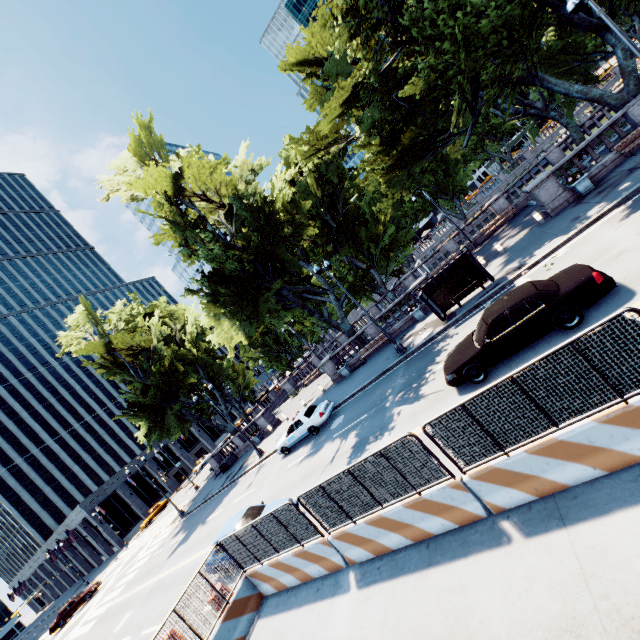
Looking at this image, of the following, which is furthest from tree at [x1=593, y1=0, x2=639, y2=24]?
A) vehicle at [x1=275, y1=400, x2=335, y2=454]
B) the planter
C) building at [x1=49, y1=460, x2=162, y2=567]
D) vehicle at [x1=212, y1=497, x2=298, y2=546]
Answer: building at [x1=49, y1=460, x2=162, y2=567]

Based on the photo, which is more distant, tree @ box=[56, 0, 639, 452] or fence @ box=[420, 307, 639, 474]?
tree @ box=[56, 0, 639, 452]

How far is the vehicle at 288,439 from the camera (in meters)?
19.39

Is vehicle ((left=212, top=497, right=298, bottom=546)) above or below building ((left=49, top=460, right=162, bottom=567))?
below

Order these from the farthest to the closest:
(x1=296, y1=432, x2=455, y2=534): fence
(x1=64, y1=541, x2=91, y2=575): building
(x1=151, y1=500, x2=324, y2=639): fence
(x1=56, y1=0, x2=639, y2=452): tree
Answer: (x1=64, y1=541, x2=91, y2=575): building < (x1=56, y1=0, x2=639, y2=452): tree < (x1=151, y1=500, x2=324, y2=639): fence < (x1=296, y1=432, x2=455, y2=534): fence

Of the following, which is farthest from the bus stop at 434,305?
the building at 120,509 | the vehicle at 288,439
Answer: the building at 120,509

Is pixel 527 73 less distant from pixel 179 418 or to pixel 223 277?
pixel 223 277

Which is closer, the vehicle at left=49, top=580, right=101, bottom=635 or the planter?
the planter
